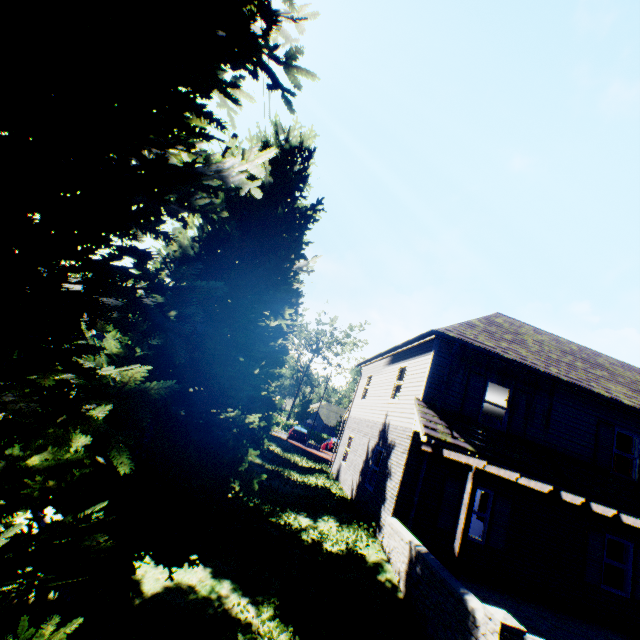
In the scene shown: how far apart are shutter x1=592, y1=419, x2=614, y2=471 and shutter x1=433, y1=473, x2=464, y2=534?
4.8m

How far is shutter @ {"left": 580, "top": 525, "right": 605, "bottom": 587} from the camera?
10.08m

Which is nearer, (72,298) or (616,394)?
(72,298)

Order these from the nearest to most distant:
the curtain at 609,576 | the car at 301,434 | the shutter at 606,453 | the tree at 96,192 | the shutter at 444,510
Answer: the tree at 96,192
the shutter at 444,510
the curtain at 609,576
the shutter at 606,453
the car at 301,434

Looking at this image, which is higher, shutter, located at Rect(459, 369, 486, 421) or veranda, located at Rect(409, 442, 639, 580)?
shutter, located at Rect(459, 369, 486, 421)

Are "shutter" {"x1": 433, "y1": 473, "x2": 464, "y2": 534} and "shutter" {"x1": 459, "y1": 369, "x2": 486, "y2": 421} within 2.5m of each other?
yes

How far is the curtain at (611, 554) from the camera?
10.7m

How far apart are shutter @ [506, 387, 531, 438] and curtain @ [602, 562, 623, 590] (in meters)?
3.93
